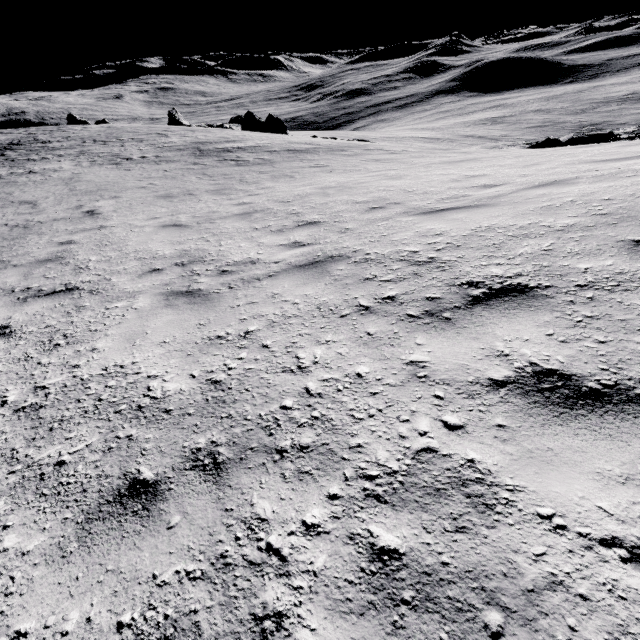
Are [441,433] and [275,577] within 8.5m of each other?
yes
